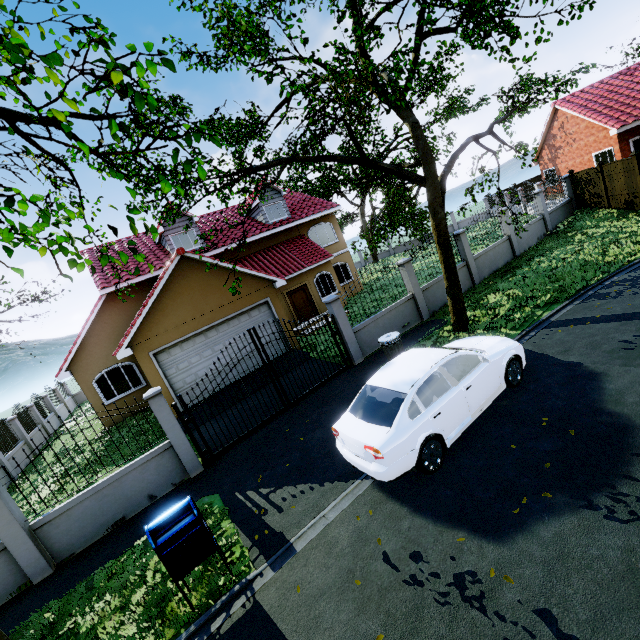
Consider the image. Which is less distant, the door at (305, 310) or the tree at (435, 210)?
the tree at (435, 210)

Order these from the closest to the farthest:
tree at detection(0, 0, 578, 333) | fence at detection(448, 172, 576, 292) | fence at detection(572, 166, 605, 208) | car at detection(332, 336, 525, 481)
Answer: tree at detection(0, 0, 578, 333) < car at detection(332, 336, 525, 481) < fence at detection(448, 172, 576, 292) < fence at detection(572, 166, 605, 208)

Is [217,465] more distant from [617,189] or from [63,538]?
[617,189]

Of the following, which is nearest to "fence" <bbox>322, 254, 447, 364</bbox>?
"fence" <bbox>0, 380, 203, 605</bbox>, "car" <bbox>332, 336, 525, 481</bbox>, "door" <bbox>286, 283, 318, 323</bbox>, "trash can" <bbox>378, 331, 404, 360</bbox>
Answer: "fence" <bbox>0, 380, 203, 605</bbox>

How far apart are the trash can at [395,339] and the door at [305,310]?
10.0 meters

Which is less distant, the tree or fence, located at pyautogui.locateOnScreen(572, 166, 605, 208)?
the tree

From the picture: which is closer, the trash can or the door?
the trash can

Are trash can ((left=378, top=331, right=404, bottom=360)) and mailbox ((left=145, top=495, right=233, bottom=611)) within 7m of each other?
yes
